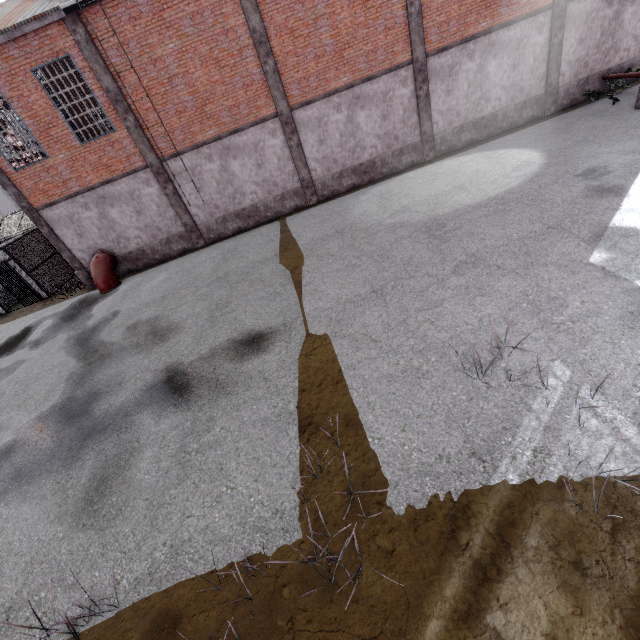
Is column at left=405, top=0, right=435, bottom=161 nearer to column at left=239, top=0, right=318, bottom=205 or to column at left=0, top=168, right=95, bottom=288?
column at left=239, top=0, right=318, bottom=205

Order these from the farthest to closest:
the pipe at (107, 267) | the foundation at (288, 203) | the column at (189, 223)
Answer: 1. the foundation at (288, 203)
2. the pipe at (107, 267)
3. the column at (189, 223)

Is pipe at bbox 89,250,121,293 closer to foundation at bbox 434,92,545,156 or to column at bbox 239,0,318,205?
column at bbox 239,0,318,205

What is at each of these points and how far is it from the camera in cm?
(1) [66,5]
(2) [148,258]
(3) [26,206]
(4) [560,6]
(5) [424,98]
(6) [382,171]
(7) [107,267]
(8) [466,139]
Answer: (1) window, 1045
(2) foundation, 1602
(3) column, 1391
(4) column, 1304
(5) column, 1407
(6) foundation, 1552
(7) pipe, 1498
(8) foundation, 1533

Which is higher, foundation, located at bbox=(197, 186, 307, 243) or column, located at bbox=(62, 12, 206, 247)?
column, located at bbox=(62, 12, 206, 247)

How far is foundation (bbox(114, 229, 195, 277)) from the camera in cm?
1569

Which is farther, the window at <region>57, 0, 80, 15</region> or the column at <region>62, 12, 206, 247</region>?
the column at <region>62, 12, 206, 247</region>

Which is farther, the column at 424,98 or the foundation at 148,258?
the foundation at 148,258
